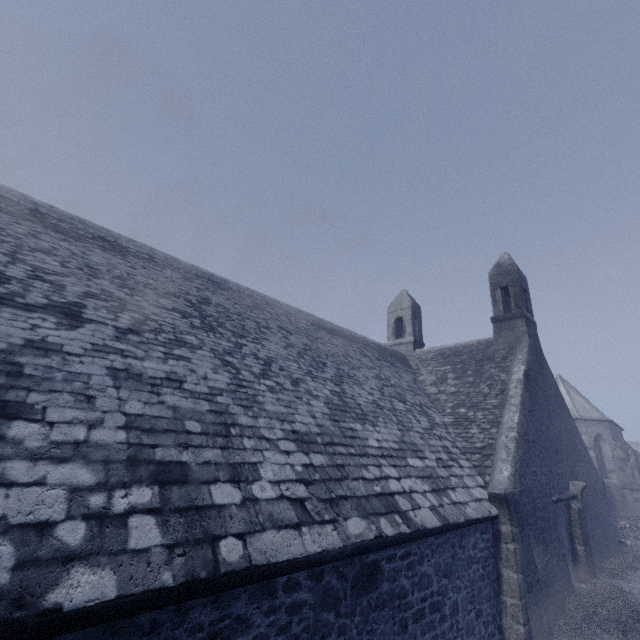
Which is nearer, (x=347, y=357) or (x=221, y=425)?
(x=221, y=425)

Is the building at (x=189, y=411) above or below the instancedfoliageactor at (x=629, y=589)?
above

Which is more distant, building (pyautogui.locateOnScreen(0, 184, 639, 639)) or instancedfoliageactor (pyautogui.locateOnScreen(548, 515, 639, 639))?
instancedfoliageactor (pyautogui.locateOnScreen(548, 515, 639, 639))

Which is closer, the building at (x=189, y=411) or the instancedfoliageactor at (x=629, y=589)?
the building at (x=189, y=411)

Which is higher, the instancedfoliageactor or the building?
the building
